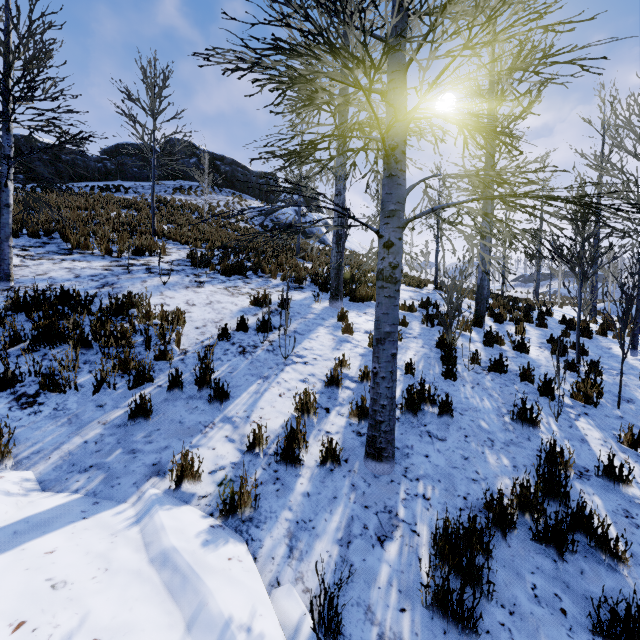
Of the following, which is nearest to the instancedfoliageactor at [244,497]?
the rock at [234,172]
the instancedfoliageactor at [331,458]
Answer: the instancedfoliageactor at [331,458]

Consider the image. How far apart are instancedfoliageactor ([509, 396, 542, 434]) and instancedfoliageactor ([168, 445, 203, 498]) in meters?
3.5 m

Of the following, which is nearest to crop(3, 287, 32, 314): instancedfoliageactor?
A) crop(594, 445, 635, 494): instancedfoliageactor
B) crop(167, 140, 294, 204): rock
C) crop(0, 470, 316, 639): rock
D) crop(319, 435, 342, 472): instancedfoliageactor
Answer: crop(0, 470, 316, 639): rock

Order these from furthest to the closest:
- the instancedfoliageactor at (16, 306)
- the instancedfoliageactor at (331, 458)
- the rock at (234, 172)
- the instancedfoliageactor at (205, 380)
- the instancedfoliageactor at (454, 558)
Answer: the rock at (234, 172) → the instancedfoliageactor at (16, 306) → the instancedfoliageactor at (205, 380) → the instancedfoliageactor at (331, 458) → the instancedfoliageactor at (454, 558)

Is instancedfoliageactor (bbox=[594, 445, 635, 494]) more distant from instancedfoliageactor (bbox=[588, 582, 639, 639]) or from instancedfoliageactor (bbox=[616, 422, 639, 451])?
instancedfoliageactor (bbox=[588, 582, 639, 639])

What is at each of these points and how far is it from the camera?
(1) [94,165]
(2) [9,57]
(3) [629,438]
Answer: (1) rock, 23.7 meters
(2) instancedfoliageactor, 5.6 meters
(3) instancedfoliageactor, 4.1 meters

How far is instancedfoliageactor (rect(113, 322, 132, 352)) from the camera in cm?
419
